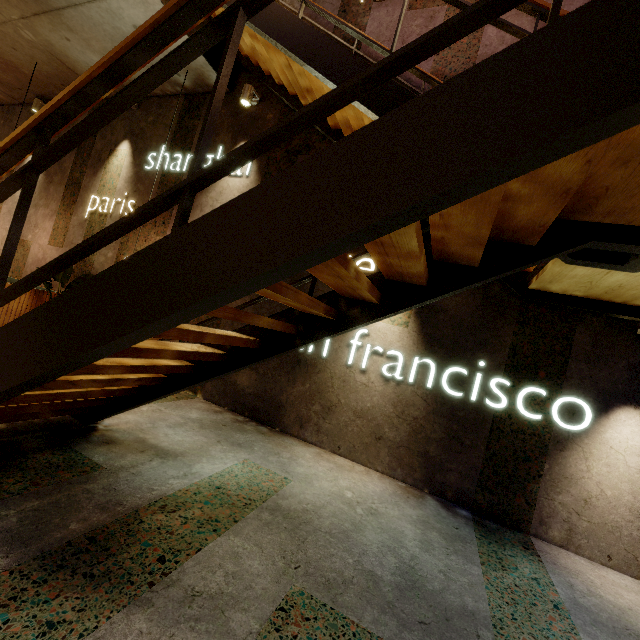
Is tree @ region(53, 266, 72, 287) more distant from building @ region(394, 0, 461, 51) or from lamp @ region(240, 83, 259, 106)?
lamp @ region(240, 83, 259, 106)

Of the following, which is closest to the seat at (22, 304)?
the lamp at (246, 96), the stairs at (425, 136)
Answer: the stairs at (425, 136)

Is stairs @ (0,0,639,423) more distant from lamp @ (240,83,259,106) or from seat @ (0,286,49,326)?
seat @ (0,286,49,326)

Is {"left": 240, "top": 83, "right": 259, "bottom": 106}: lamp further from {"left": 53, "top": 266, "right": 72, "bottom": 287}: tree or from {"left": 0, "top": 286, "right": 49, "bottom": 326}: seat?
{"left": 0, "top": 286, "right": 49, "bottom": 326}: seat

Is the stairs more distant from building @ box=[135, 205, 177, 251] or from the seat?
the seat

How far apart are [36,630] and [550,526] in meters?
3.6

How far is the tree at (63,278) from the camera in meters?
5.2

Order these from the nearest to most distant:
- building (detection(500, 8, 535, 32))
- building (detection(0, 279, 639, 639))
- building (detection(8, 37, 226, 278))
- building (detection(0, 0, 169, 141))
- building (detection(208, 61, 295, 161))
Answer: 1. building (detection(0, 279, 639, 639))
2. building (detection(500, 8, 535, 32))
3. building (detection(0, 0, 169, 141))
4. building (detection(208, 61, 295, 161))
5. building (detection(8, 37, 226, 278))
